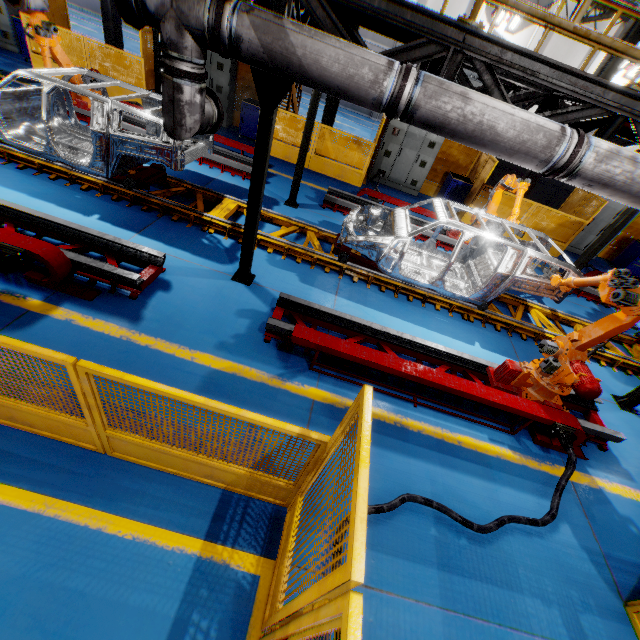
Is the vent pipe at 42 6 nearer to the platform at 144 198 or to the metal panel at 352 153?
the platform at 144 198

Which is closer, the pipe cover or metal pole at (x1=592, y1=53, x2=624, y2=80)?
the pipe cover

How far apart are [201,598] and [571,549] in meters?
4.3 m

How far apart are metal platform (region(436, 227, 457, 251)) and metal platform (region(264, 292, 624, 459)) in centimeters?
488cm

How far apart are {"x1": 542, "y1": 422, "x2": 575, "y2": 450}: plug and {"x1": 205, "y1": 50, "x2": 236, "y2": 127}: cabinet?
13.7 meters

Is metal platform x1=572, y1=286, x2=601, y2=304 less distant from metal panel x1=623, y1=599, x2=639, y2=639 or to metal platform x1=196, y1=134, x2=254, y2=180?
metal panel x1=623, y1=599, x2=639, y2=639

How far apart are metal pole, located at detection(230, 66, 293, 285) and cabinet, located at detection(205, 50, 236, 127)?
9.08m

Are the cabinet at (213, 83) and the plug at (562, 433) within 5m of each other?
no
